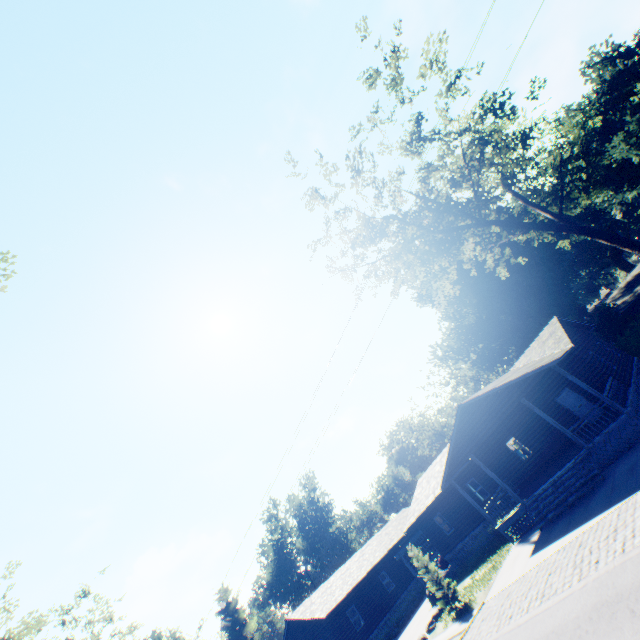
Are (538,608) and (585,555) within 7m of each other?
yes

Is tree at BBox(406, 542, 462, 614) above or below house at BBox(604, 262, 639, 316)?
below

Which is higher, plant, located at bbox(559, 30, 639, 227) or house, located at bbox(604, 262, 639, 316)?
plant, located at bbox(559, 30, 639, 227)

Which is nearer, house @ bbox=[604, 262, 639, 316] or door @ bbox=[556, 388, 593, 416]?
door @ bbox=[556, 388, 593, 416]

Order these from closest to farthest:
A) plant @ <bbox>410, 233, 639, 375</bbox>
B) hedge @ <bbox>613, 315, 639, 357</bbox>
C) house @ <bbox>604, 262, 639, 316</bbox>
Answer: hedge @ <bbox>613, 315, 639, 357</bbox>, plant @ <bbox>410, 233, 639, 375</bbox>, house @ <bbox>604, 262, 639, 316</bbox>

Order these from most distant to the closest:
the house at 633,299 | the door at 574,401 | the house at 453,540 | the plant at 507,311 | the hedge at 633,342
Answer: the house at 633,299 < the plant at 507,311 < the hedge at 633,342 < the door at 574,401 < the house at 453,540

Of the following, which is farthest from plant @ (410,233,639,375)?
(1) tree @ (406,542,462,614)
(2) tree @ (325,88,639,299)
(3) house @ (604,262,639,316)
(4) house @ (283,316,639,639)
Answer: (1) tree @ (406,542,462,614)

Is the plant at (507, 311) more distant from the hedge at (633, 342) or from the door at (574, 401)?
the door at (574, 401)
